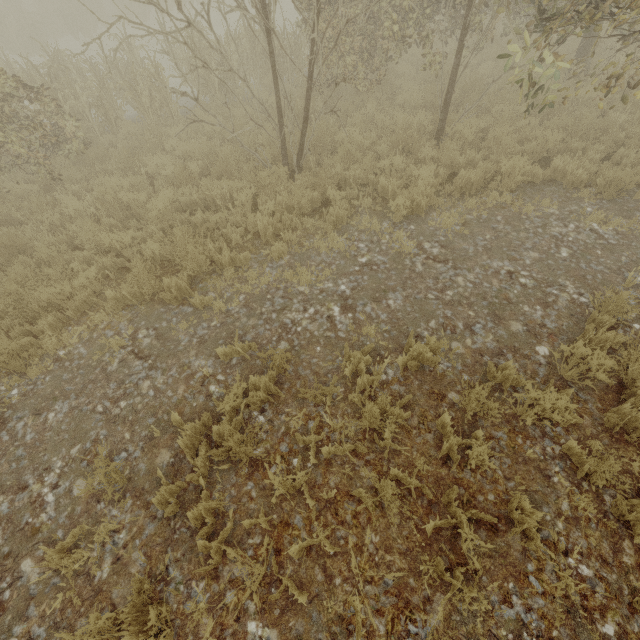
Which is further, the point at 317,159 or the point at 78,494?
the point at 317,159
